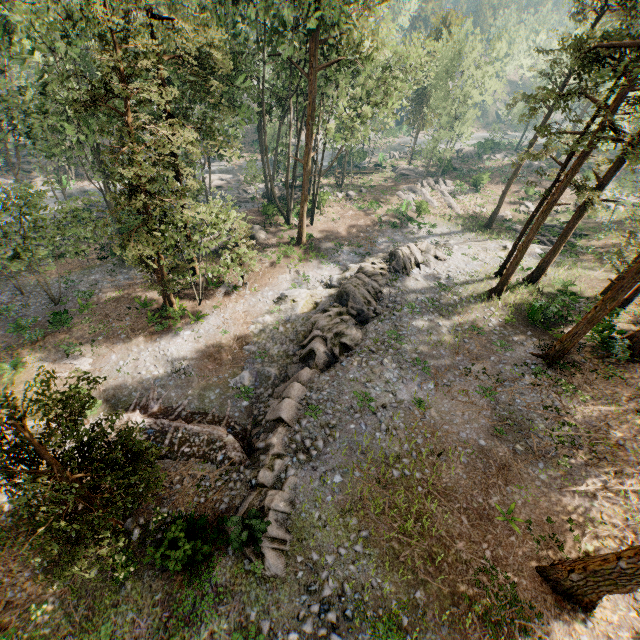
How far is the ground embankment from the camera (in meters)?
16.38

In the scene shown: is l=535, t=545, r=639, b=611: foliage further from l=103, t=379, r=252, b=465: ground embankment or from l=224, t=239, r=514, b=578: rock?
l=224, t=239, r=514, b=578: rock

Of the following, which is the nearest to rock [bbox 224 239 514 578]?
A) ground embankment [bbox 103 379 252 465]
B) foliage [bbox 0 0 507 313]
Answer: ground embankment [bbox 103 379 252 465]

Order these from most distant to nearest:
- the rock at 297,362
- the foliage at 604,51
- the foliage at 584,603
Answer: the foliage at 604,51 < the rock at 297,362 < the foliage at 584,603

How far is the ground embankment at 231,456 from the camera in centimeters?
1638cm

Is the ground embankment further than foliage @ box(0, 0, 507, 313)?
No

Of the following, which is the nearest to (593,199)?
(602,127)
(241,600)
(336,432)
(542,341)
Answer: (602,127)
